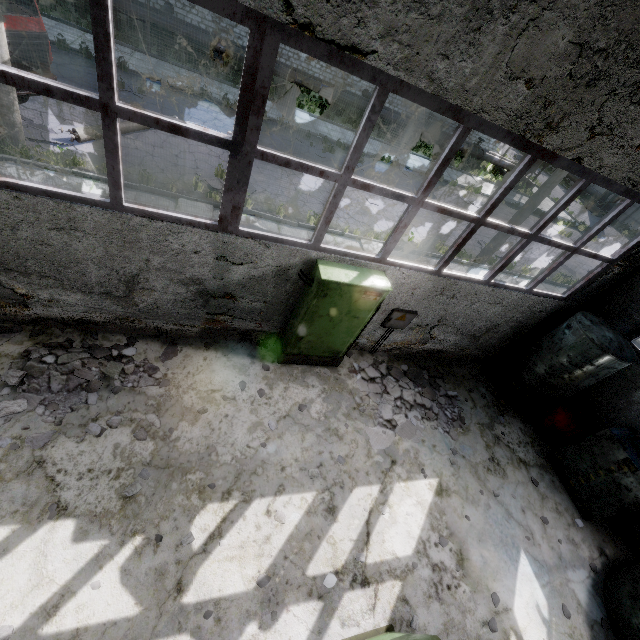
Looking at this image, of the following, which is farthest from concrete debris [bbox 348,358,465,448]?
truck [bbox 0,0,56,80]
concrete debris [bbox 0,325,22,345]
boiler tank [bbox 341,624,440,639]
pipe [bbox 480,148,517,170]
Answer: pipe [bbox 480,148,517,170]

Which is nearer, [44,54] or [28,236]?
[28,236]

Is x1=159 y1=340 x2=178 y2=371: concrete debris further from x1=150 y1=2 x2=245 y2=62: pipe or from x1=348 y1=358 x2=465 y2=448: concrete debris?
x1=150 y1=2 x2=245 y2=62: pipe

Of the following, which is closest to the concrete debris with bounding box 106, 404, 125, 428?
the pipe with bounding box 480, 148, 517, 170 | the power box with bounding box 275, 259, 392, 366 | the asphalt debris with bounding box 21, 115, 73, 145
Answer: the power box with bounding box 275, 259, 392, 366

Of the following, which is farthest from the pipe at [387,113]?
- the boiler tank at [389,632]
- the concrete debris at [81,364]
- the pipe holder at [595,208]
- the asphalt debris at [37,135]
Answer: the pipe holder at [595,208]

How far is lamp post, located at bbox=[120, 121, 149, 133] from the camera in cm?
1018

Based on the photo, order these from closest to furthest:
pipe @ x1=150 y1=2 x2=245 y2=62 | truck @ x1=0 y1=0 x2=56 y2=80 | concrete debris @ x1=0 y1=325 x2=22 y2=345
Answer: concrete debris @ x1=0 y1=325 x2=22 y2=345 < truck @ x1=0 y1=0 x2=56 y2=80 < pipe @ x1=150 y1=2 x2=245 y2=62

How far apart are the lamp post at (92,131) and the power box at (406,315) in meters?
9.9 m
